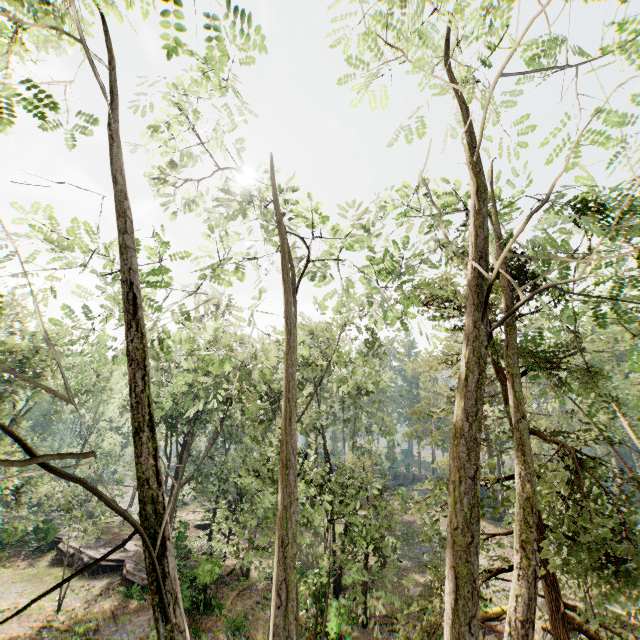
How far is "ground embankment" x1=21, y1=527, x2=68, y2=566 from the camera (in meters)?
25.95

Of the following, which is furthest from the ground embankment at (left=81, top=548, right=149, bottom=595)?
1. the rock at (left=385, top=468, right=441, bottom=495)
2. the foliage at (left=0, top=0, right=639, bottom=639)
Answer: the rock at (left=385, top=468, right=441, bottom=495)

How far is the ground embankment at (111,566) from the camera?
21.1m

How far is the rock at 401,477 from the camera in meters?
51.5

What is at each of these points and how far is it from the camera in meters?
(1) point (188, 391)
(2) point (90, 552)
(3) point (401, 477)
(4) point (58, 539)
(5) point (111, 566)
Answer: (1) foliage, 31.6
(2) ground embankment, 25.2
(3) rock, 53.2
(4) ground embankment, 29.7
(5) ground embankment, 24.0

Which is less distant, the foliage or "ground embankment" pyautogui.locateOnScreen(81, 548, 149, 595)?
the foliage

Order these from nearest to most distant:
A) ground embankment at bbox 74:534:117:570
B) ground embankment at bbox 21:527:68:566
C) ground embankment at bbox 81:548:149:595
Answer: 1. ground embankment at bbox 81:548:149:595
2. ground embankment at bbox 74:534:117:570
3. ground embankment at bbox 21:527:68:566
